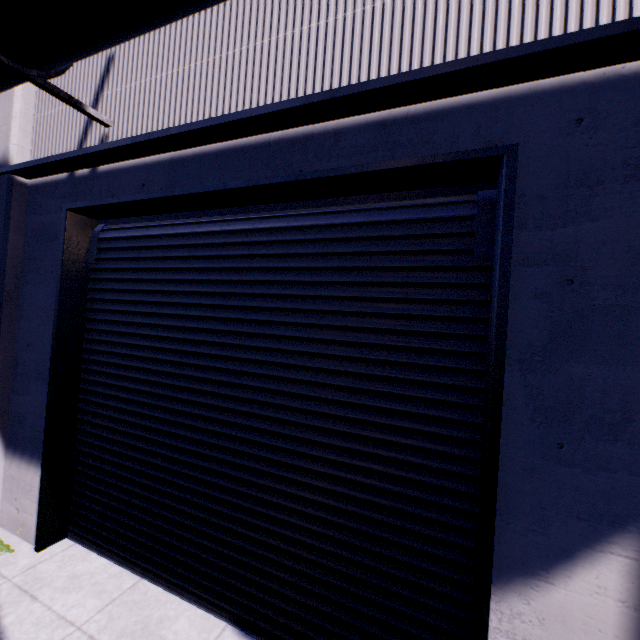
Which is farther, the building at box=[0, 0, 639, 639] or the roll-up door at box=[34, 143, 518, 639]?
the roll-up door at box=[34, 143, 518, 639]

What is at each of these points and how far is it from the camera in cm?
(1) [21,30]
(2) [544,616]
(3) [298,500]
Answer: (1) pipe, 265
(2) building, 204
(3) roll-up door, 305

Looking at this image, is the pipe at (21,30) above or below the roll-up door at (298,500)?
above

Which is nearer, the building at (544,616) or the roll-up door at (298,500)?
the building at (544,616)

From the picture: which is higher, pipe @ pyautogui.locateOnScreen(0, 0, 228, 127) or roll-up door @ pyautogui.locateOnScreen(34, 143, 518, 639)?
pipe @ pyautogui.locateOnScreen(0, 0, 228, 127)
